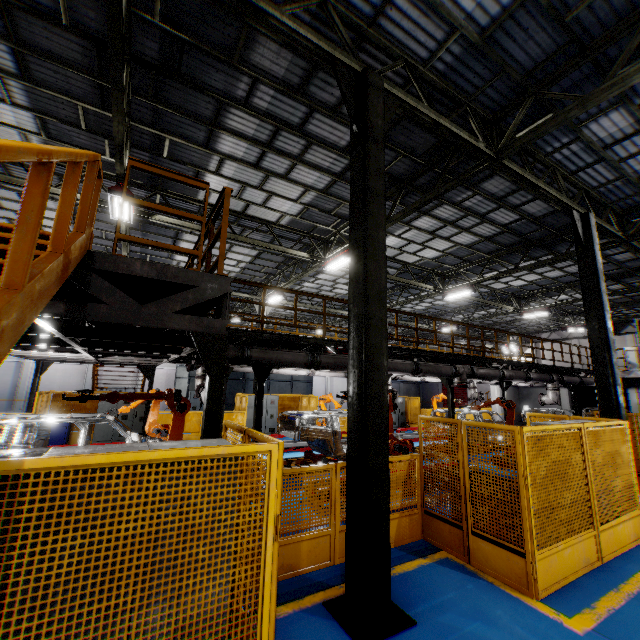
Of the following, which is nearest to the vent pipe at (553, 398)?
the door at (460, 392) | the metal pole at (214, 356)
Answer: the metal pole at (214, 356)

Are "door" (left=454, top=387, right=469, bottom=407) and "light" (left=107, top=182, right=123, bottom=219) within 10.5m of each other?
no

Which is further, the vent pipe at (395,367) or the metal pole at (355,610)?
the vent pipe at (395,367)

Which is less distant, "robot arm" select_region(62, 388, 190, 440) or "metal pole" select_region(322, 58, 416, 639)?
"metal pole" select_region(322, 58, 416, 639)

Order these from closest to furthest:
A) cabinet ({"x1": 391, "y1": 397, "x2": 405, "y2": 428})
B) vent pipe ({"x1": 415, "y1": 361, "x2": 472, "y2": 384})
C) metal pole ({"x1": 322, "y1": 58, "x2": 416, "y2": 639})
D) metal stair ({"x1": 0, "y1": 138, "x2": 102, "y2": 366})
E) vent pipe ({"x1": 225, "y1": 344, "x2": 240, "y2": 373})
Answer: metal stair ({"x1": 0, "y1": 138, "x2": 102, "y2": 366}) → metal pole ({"x1": 322, "y1": 58, "x2": 416, "y2": 639}) → vent pipe ({"x1": 225, "y1": 344, "x2": 240, "y2": 373}) → vent pipe ({"x1": 415, "y1": 361, "x2": 472, "y2": 384}) → cabinet ({"x1": 391, "y1": 397, "x2": 405, "y2": 428})

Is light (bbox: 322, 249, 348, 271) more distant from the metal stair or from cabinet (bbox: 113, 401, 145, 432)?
cabinet (bbox: 113, 401, 145, 432)

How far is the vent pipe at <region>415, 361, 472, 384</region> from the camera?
11.0m

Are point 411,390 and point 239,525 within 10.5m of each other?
no
